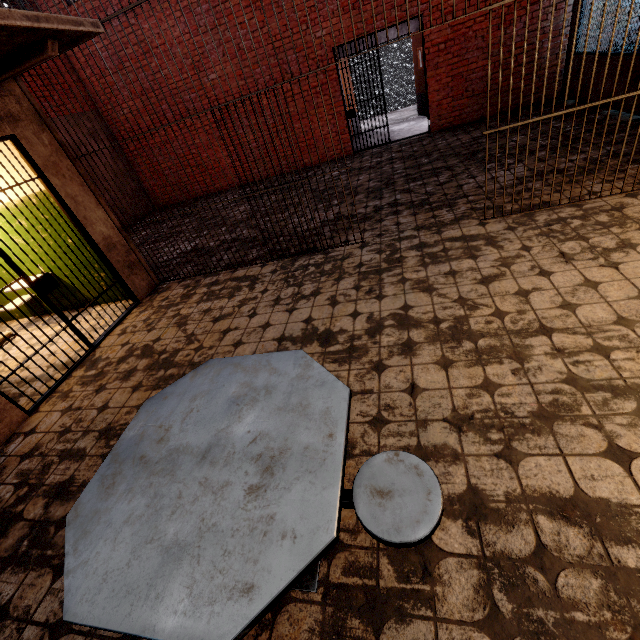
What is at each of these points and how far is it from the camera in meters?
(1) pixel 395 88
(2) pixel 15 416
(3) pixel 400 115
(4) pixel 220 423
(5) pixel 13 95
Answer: (1) metal cage, 12.9 m
(2) building, 3.3 m
(3) stair, 12.0 m
(4) table, 1.5 m
(5) building, 3.7 m

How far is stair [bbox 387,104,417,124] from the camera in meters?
11.2 m

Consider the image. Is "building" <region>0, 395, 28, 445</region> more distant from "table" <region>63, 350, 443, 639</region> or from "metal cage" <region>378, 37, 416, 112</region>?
"metal cage" <region>378, 37, 416, 112</region>

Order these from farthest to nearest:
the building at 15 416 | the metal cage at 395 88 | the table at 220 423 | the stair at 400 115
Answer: the metal cage at 395 88
the stair at 400 115
the building at 15 416
the table at 220 423

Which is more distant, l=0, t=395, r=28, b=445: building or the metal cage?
the metal cage

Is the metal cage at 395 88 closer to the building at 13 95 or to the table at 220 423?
the building at 13 95

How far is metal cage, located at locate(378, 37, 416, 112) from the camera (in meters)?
12.17

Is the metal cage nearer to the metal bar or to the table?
the metal bar
